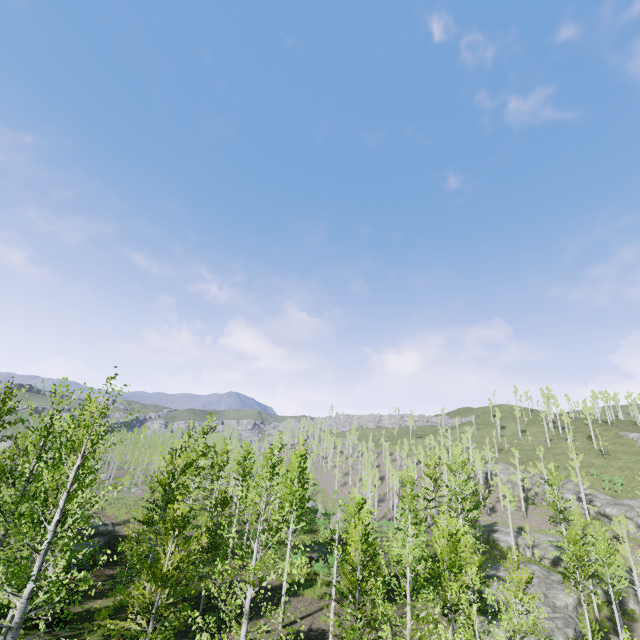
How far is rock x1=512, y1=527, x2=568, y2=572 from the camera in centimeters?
3872cm

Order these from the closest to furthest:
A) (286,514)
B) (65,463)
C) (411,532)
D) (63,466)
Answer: (65,463) → (411,532) → (63,466) → (286,514)

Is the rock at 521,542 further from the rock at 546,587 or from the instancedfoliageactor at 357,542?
the instancedfoliageactor at 357,542

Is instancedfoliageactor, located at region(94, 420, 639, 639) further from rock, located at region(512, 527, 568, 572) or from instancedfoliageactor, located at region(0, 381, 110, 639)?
rock, located at region(512, 527, 568, 572)

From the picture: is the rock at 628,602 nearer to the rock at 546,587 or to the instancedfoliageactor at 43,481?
the instancedfoliageactor at 43,481

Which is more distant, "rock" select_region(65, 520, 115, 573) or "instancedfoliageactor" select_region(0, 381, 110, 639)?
"rock" select_region(65, 520, 115, 573)

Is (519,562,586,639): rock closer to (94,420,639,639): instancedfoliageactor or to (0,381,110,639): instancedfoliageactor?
(0,381,110,639): instancedfoliageactor

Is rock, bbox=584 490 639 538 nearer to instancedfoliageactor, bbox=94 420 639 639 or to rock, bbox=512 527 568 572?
rock, bbox=512 527 568 572
